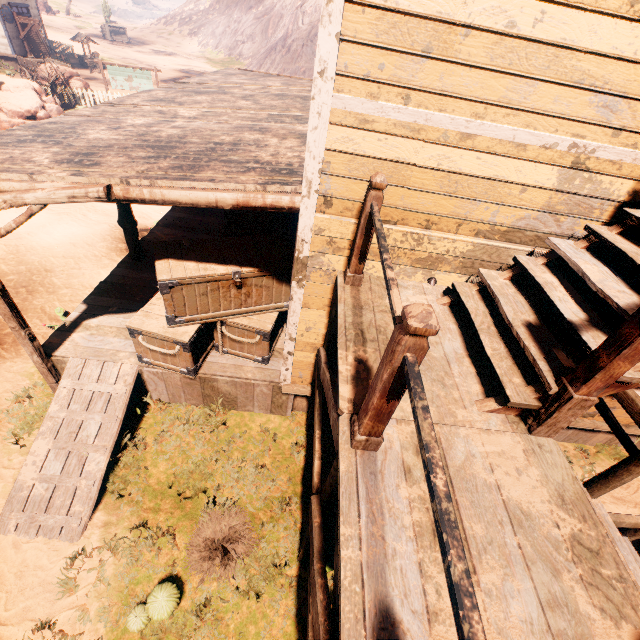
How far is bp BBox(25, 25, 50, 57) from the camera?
23.0 meters

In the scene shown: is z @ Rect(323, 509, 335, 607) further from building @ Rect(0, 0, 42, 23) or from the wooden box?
the wooden box

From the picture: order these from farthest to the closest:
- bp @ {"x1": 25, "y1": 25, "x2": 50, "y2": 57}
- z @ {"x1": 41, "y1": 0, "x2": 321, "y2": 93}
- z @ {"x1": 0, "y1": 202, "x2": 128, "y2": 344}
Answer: z @ {"x1": 41, "y1": 0, "x2": 321, "y2": 93} < bp @ {"x1": 25, "y1": 25, "x2": 50, "y2": 57} < z @ {"x1": 0, "y1": 202, "x2": 128, "y2": 344}

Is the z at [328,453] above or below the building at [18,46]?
below

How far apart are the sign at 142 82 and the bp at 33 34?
9.9 meters

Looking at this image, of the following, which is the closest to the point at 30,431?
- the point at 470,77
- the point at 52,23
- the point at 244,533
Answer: the point at 244,533

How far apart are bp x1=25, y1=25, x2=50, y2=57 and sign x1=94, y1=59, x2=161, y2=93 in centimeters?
990cm

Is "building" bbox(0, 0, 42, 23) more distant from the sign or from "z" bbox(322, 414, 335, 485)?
the sign
